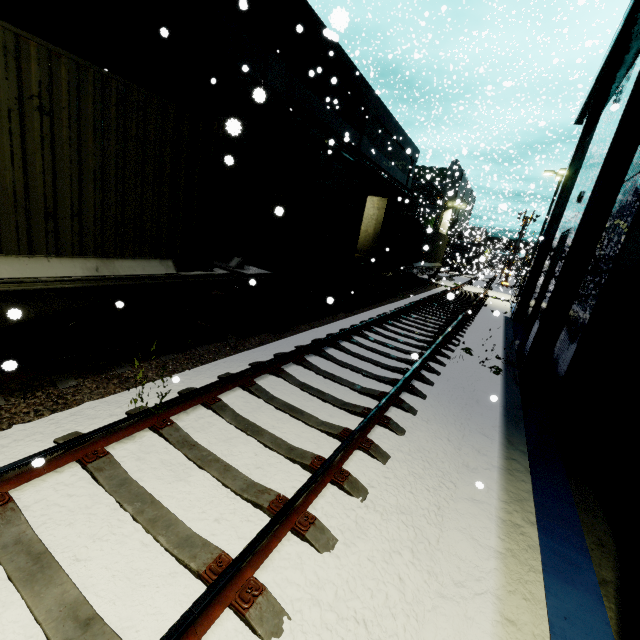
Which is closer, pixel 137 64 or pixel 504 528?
pixel 504 528

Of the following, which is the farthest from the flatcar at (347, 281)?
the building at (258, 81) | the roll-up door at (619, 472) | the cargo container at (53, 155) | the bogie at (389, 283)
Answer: the building at (258, 81)

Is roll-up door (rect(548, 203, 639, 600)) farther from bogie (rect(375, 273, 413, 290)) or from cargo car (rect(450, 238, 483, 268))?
bogie (rect(375, 273, 413, 290))

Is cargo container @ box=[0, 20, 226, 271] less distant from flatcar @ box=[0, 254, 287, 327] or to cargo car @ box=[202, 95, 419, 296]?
flatcar @ box=[0, 254, 287, 327]

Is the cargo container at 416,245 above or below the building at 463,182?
below

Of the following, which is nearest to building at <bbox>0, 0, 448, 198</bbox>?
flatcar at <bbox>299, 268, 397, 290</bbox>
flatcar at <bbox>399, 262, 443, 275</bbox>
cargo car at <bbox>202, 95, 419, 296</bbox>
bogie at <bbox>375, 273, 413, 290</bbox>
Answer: cargo car at <bbox>202, 95, 419, 296</bbox>

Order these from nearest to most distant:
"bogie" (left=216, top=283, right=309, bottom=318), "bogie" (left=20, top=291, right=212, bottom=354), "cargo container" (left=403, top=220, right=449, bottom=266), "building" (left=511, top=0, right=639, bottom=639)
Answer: "building" (left=511, top=0, right=639, bottom=639) → "bogie" (left=20, top=291, right=212, bottom=354) → "bogie" (left=216, top=283, right=309, bottom=318) → "cargo container" (left=403, top=220, right=449, bottom=266)

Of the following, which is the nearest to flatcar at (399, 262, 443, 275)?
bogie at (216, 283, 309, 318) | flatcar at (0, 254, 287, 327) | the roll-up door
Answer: bogie at (216, 283, 309, 318)
